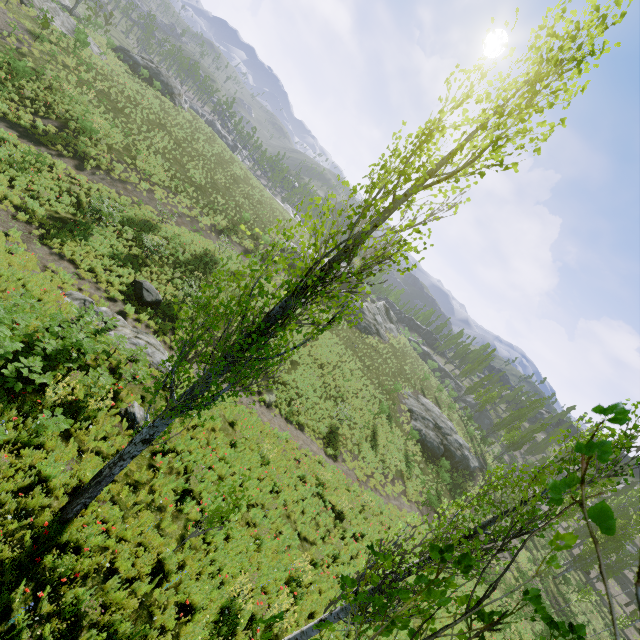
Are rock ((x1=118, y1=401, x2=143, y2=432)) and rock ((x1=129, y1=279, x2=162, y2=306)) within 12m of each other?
yes

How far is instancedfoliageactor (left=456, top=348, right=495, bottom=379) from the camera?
54.8m

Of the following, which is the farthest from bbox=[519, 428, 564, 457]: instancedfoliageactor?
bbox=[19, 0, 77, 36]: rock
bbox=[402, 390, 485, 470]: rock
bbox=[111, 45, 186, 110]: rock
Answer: bbox=[111, 45, 186, 110]: rock

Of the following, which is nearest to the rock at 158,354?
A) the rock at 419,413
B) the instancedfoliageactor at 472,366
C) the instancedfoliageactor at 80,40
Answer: the instancedfoliageactor at 80,40

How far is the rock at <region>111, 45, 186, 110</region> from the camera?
44.2 meters

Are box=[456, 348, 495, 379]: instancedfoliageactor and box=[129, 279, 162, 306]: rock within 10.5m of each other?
no

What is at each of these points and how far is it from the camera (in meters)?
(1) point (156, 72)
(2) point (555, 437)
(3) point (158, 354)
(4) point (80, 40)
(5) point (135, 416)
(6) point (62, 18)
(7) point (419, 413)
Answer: (1) rock, 45.78
(2) instancedfoliageactor, 6.04
(3) rock, 13.35
(4) instancedfoliageactor, 27.31
(5) rock, 9.66
(6) rock, 31.94
(7) rock, 36.66

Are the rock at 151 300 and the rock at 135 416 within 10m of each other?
yes
